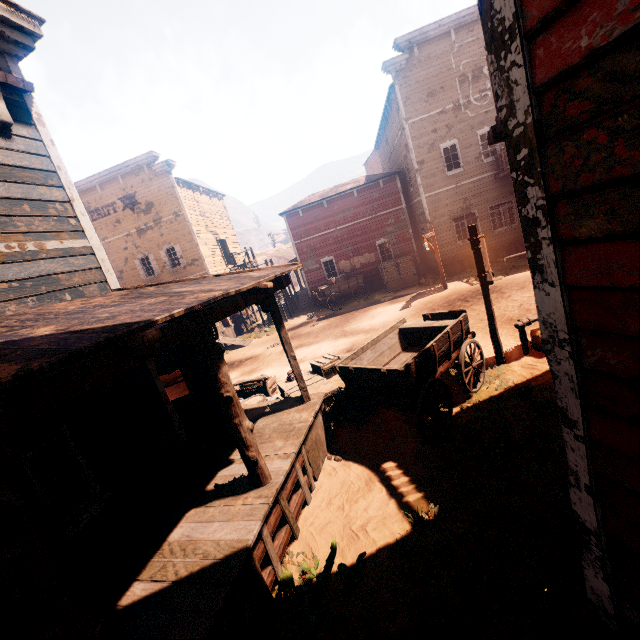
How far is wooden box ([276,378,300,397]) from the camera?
7.80m

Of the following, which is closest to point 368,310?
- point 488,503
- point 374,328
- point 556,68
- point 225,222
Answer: point 374,328

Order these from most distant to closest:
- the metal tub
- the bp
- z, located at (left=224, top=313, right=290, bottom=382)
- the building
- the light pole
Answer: z, located at (left=224, top=313, right=290, bottom=382)
the light pole
the bp
the metal tub
the building

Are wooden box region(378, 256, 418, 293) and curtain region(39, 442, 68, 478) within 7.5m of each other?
no

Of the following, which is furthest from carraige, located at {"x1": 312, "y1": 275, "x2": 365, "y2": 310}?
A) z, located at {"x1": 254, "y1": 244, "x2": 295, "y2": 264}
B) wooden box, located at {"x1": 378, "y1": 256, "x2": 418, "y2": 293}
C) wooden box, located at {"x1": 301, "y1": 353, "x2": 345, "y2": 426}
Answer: wooden box, located at {"x1": 301, "y1": 353, "x2": 345, "y2": 426}

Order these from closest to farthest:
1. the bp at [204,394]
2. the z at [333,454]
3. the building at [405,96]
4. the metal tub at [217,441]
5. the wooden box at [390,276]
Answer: the building at [405,96], the z at [333,454], the metal tub at [217,441], the bp at [204,394], the wooden box at [390,276]

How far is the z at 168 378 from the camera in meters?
16.4

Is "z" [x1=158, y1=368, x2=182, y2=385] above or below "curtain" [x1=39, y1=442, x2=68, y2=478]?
below
